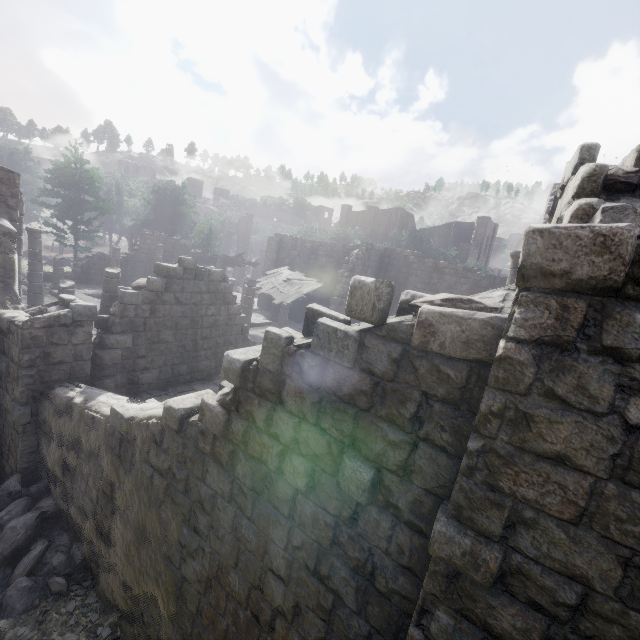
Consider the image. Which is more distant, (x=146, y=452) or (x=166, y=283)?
(x=166, y=283)

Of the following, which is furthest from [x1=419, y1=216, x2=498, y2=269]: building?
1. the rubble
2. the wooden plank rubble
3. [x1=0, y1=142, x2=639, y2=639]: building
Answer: the rubble

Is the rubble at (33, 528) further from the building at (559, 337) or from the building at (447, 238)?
the building at (447, 238)

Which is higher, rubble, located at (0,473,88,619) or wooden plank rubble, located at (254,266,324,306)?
wooden plank rubble, located at (254,266,324,306)

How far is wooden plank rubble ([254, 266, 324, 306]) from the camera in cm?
2068

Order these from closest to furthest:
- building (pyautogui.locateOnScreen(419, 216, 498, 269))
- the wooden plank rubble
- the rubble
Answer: the rubble
the wooden plank rubble
building (pyautogui.locateOnScreen(419, 216, 498, 269))

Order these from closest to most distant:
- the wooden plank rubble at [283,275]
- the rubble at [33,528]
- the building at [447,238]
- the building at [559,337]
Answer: the building at [559,337], the rubble at [33,528], the wooden plank rubble at [283,275], the building at [447,238]
